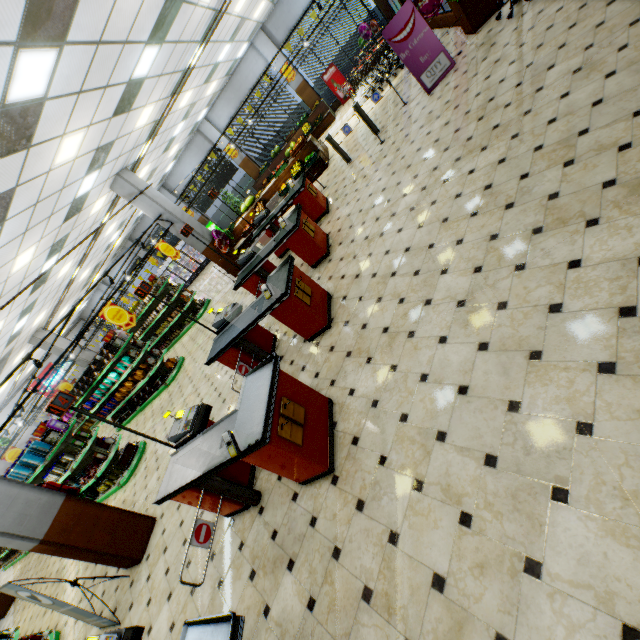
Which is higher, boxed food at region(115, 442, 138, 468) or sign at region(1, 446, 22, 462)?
sign at region(1, 446, 22, 462)

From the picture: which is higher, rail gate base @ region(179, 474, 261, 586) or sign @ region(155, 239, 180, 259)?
sign @ region(155, 239, 180, 259)

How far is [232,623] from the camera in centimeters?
197cm

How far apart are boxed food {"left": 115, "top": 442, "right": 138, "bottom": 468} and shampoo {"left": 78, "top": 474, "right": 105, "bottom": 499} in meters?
1.6 m

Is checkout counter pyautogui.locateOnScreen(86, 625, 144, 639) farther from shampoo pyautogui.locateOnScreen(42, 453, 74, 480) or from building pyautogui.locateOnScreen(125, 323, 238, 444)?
shampoo pyautogui.locateOnScreen(42, 453, 74, 480)

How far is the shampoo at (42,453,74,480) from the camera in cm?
826

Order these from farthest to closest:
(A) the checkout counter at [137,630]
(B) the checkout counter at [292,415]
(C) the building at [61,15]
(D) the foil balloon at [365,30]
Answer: (D) the foil balloon at [365,30], (C) the building at [61,15], (B) the checkout counter at [292,415], (A) the checkout counter at [137,630]

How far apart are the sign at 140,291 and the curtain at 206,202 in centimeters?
1651cm
